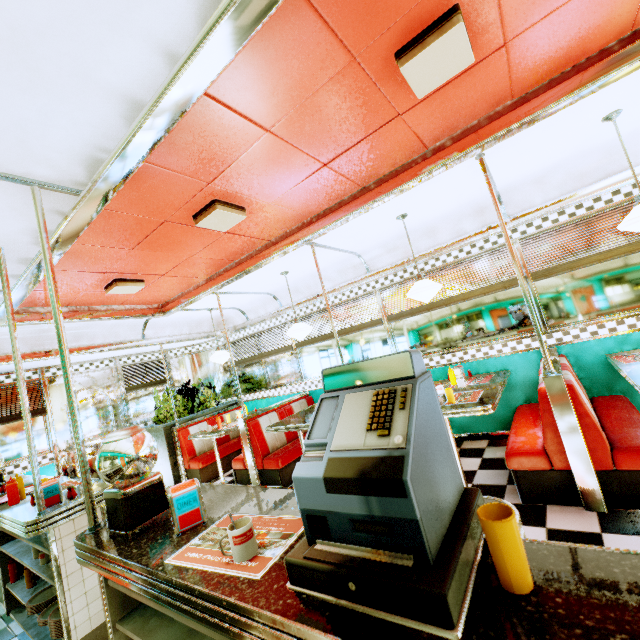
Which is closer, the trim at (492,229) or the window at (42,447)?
the trim at (492,229)

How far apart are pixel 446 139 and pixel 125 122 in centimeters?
239cm

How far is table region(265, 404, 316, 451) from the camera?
4.18m

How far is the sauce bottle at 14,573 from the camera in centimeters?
320cm

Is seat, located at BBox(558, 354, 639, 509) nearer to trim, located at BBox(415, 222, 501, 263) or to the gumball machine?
trim, located at BBox(415, 222, 501, 263)

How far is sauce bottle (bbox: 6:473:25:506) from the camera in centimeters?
272cm

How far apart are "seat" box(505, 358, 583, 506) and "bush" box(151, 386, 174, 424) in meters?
5.8

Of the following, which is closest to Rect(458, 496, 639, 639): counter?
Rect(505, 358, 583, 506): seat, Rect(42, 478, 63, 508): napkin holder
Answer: Rect(42, 478, 63, 508): napkin holder
